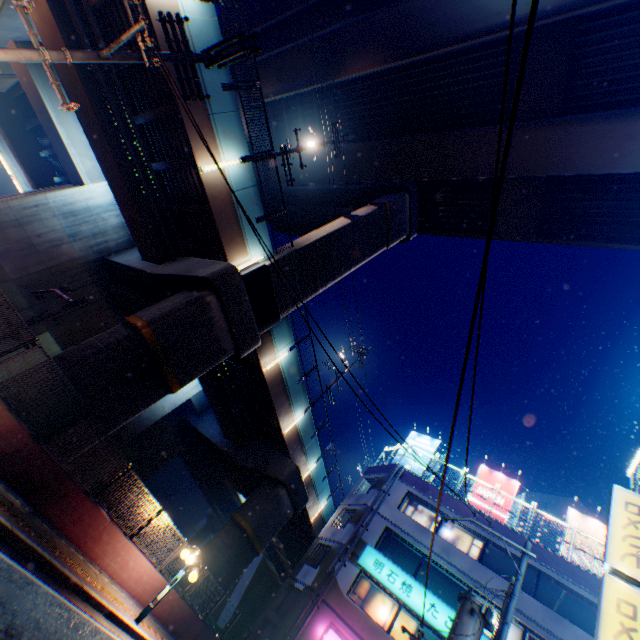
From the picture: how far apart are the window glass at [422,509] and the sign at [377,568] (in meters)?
3.05

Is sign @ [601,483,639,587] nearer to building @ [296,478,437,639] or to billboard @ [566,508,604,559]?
building @ [296,478,437,639]

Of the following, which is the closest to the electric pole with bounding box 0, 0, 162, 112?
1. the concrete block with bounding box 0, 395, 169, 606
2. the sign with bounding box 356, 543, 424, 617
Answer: the concrete block with bounding box 0, 395, 169, 606

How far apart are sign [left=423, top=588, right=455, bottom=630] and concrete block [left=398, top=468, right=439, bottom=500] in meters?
4.8 m

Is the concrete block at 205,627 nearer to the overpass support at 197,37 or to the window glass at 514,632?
the overpass support at 197,37

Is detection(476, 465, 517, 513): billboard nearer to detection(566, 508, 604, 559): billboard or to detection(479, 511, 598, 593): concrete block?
detection(479, 511, 598, 593): concrete block

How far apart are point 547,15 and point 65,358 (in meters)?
24.37

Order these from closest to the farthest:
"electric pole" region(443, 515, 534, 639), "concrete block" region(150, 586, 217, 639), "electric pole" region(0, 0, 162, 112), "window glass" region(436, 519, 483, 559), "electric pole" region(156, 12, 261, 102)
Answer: "electric pole" region(0, 0, 162, 112) < "electric pole" region(156, 12, 261, 102) < "electric pole" region(443, 515, 534, 639) < "concrete block" region(150, 586, 217, 639) < "window glass" region(436, 519, 483, 559)
